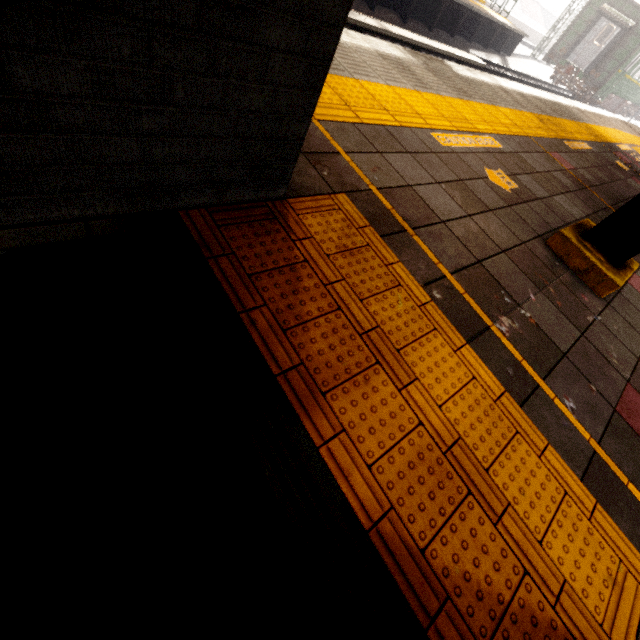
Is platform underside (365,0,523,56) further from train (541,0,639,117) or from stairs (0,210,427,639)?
stairs (0,210,427,639)

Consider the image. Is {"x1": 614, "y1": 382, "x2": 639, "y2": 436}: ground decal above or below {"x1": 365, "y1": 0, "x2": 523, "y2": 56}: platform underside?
above

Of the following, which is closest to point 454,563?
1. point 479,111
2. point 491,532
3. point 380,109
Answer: point 491,532

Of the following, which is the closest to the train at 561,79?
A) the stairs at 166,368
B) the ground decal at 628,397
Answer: the ground decal at 628,397

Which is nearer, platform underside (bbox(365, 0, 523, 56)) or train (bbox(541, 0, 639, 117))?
platform underside (bbox(365, 0, 523, 56))

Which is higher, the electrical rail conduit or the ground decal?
the ground decal

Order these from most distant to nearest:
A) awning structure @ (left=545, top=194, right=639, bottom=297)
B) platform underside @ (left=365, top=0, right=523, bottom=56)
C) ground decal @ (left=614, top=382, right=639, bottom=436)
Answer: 1. platform underside @ (left=365, top=0, right=523, bottom=56)
2. awning structure @ (left=545, top=194, right=639, bottom=297)
3. ground decal @ (left=614, top=382, right=639, bottom=436)

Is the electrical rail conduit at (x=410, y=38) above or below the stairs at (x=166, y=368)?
below
